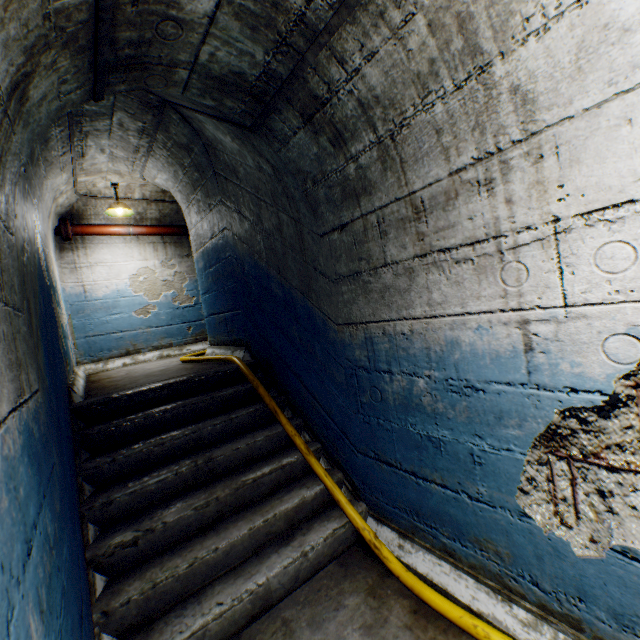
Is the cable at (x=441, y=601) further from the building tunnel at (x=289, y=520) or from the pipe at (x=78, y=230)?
the pipe at (x=78, y=230)

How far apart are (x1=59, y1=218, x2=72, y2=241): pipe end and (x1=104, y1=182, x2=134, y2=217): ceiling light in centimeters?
61cm

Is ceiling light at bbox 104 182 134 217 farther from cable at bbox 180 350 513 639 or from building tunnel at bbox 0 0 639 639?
cable at bbox 180 350 513 639

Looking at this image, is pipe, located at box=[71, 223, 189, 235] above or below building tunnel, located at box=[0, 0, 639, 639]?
above

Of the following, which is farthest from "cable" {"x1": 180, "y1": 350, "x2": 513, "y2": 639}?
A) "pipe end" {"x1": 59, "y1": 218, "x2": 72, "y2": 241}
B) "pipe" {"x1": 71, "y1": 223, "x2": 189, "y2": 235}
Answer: "pipe end" {"x1": 59, "y1": 218, "x2": 72, "y2": 241}

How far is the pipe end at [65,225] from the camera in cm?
524

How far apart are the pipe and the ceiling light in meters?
0.3

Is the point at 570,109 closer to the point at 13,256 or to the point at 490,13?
the point at 490,13
